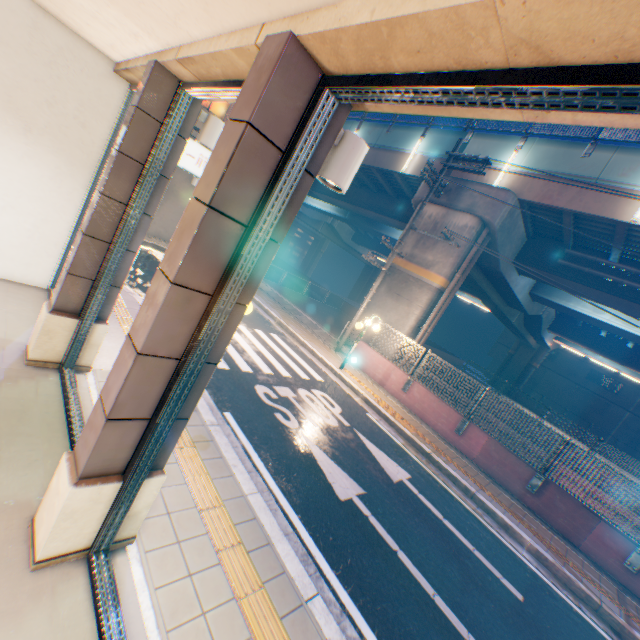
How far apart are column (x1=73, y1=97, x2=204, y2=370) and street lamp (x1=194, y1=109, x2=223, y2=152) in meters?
0.0

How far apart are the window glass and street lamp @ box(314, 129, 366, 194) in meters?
16.5 m

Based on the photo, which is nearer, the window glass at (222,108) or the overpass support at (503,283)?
the window glass at (222,108)

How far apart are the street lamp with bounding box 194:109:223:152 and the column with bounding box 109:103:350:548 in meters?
2.6

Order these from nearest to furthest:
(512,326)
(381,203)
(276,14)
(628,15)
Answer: (628,15) < (276,14) < (381,203) < (512,326)

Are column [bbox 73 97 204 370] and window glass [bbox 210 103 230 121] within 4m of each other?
no

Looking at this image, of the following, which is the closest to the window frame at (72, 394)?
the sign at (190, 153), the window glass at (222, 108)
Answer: the sign at (190, 153)

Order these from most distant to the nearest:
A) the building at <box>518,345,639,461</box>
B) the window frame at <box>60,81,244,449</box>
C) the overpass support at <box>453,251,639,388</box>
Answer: the building at <box>518,345,639,461</box> → the overpass support at <box>453,251,639,388</box> → the window frame at <box>60,81,244,449</box>
